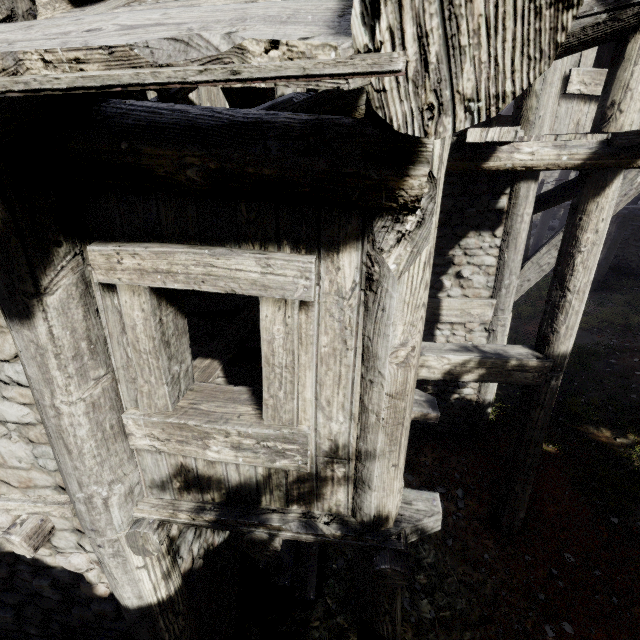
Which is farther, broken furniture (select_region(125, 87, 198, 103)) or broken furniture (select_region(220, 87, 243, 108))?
broken furniture (select_region(220, 87, 243, 108))

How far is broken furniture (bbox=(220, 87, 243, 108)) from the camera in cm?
481

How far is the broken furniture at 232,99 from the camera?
4.8 meters

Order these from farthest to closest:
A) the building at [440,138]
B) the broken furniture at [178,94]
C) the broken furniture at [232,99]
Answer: the broken furniture at [232,99] < the broken furniture at [178,94] < the building at [440,138]

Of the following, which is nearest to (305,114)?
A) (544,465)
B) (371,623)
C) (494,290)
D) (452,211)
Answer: (371,623)

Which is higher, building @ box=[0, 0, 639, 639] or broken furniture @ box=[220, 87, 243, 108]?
broken furniture @ box=[220, 87, 243, 108]

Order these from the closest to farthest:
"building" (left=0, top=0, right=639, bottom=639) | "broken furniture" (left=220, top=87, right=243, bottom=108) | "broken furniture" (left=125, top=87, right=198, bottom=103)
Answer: "building" (left=0, top=0, right=639, bottom=639)
"broken furniture" (left=125, top=87, right=198, bottom=103)
"broken furniture" (left=220, top=87, right=243, bottom=108)
